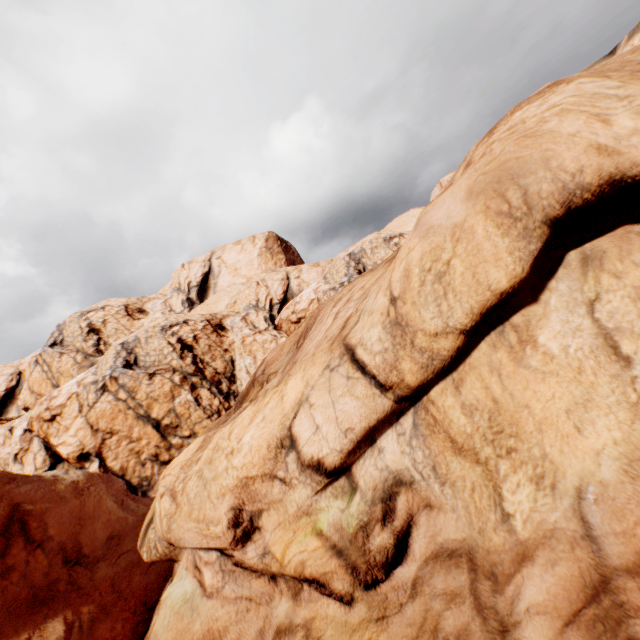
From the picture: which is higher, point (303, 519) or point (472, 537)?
point (303, 519)
